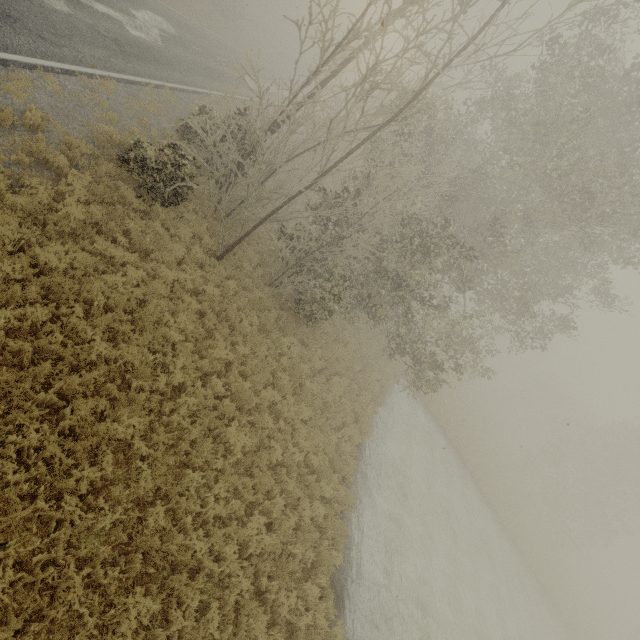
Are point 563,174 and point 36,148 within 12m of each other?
no
